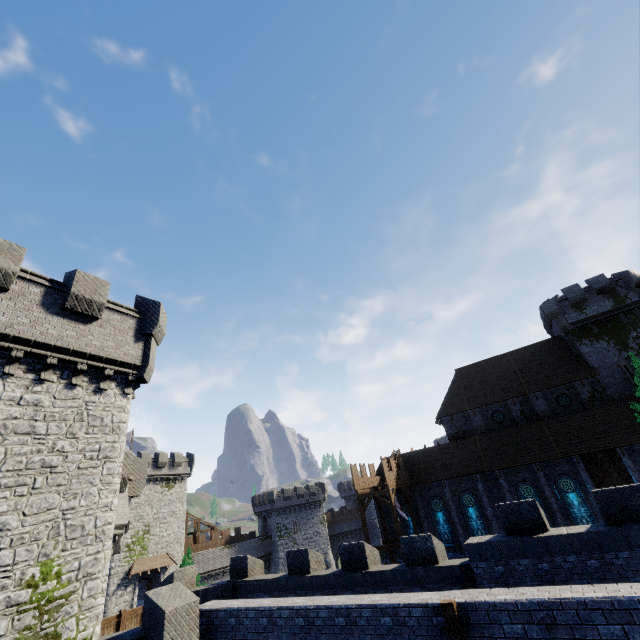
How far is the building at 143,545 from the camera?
37.2m

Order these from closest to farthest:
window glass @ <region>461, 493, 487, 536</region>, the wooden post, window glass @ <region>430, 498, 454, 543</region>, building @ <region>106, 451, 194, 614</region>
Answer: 1. the wooden post
2. window glass @ <region>461, 493, 487, 536</region>
3. window glass @ <region>430, 498, 454, 543</region>
4. building @ <region>106, 451, 194, 614</region>

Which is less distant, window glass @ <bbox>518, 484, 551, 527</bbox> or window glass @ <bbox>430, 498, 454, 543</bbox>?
window glass @ <bbox>518, 484, 551, 527</bbox>

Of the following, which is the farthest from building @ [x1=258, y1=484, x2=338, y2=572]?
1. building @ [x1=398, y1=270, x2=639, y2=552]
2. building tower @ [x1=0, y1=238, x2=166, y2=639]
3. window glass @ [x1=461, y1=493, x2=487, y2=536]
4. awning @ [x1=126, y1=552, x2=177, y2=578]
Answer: building tower @ [x1=0, y1=238, x2=166, y2=639]

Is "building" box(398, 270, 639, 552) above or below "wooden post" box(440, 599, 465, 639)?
above

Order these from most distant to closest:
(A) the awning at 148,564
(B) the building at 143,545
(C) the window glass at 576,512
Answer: (A) the awning at 148,564
(B) the building at 143,545
(C) the window glass at 576,512

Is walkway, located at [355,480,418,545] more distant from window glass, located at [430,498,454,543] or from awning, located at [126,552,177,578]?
awning, located at [126,552,177,578]

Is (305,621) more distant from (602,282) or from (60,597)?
(602,282)
